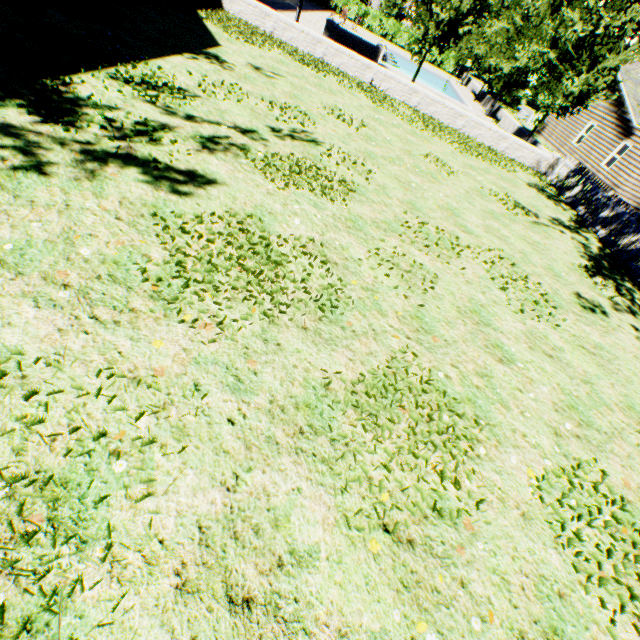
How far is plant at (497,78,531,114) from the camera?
36.6m

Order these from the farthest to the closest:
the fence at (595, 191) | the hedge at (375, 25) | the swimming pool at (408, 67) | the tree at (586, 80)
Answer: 1. the hedge at (375, 25)
2. the swimming pool at (408, 67)
3. the tree at (586, 80)
4. the fence at (595, 191)

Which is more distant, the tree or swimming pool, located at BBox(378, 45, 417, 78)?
swimming pool, located at BBox(378, 45, 417, 78)

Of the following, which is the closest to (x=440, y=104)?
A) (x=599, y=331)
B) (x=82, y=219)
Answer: (x=599, y=331)

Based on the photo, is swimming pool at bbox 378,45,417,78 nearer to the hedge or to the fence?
the hedge

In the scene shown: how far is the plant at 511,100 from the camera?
36.6 meters

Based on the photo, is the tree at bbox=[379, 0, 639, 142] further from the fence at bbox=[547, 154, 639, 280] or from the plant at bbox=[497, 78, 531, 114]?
the plant at bbox=[497, 78, 531, 114]

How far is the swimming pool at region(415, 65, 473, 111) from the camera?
24.5 meters
